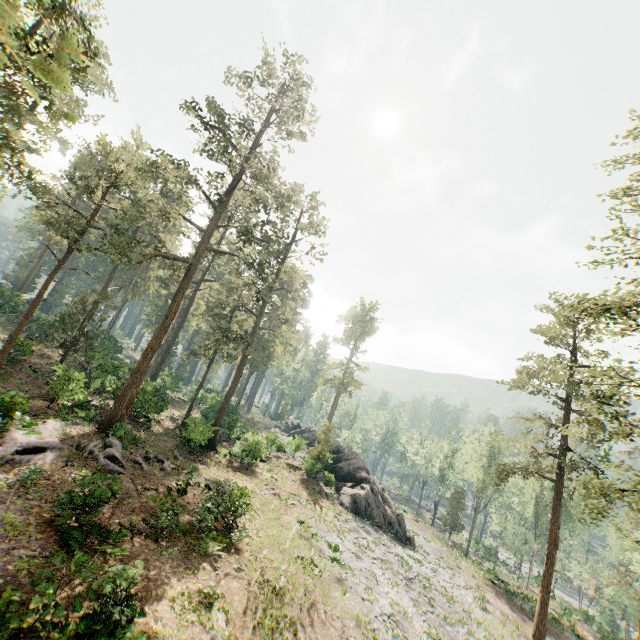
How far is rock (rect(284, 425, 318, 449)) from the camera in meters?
39.9

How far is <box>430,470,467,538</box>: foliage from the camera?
53.38m

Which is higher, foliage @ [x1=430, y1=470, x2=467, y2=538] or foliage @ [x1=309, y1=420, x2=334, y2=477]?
foliage @ [x1=309, y1=420, x2=334, y2=477]

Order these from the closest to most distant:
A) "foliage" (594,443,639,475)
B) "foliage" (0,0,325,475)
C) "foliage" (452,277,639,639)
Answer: "foliage" (0,0,325,475), "foliage" (594,443,639,475), "foliage" (452,277,639,639)

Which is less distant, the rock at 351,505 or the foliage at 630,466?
the foliage at 630,466

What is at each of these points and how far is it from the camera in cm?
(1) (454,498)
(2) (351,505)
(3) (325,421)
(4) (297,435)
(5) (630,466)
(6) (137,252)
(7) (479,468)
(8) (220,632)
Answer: (1) foliage, 5431
(2) rock, 3250
(3) foliage, 3775
(4) rock, 5731
(5) foliage, 2591
(6) foliage, 5450
(7) foliage, 4781
(8) foliage, 1130

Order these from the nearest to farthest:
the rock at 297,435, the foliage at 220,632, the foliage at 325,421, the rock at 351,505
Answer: the foliage at 220,632
the rock at 351,505
the foliage at 325,421
the rock at 297,435
